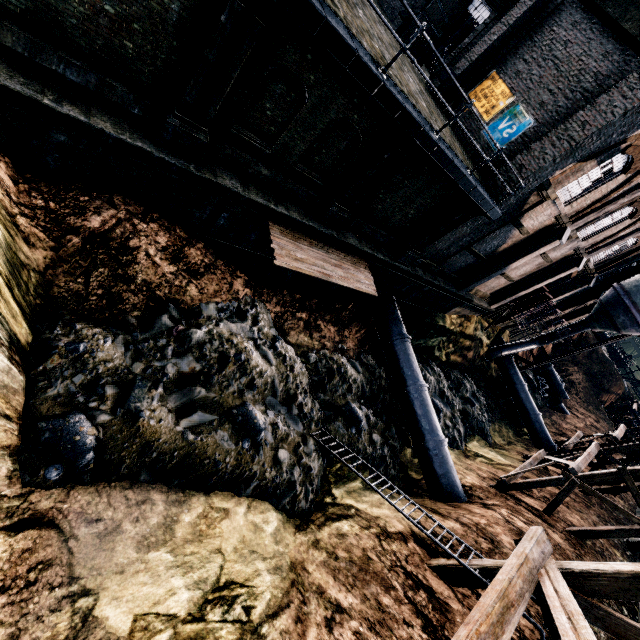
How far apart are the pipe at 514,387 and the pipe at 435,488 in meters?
18.4

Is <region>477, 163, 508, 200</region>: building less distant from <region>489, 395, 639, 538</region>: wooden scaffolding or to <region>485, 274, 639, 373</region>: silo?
<region>485, 274, 639, 373</region>: silo

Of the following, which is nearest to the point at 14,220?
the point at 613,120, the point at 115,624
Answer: the point at 115,624

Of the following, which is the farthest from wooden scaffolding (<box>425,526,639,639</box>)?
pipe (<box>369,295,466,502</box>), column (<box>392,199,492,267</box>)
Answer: column (<box>392,199,492,267</box>)

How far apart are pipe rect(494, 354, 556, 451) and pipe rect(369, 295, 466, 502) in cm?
1843

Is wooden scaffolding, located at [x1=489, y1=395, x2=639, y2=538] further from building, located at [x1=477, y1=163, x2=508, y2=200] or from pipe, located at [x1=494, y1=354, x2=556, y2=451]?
building, located at [x1=477, y1=163, x2=508, y2=200]

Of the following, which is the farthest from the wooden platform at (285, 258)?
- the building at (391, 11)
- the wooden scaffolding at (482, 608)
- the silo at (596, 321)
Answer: the silo at (596, 321)

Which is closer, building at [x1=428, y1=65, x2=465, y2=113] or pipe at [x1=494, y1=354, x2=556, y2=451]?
building at [x1=428, y1=65, x2=465, y2=113]
